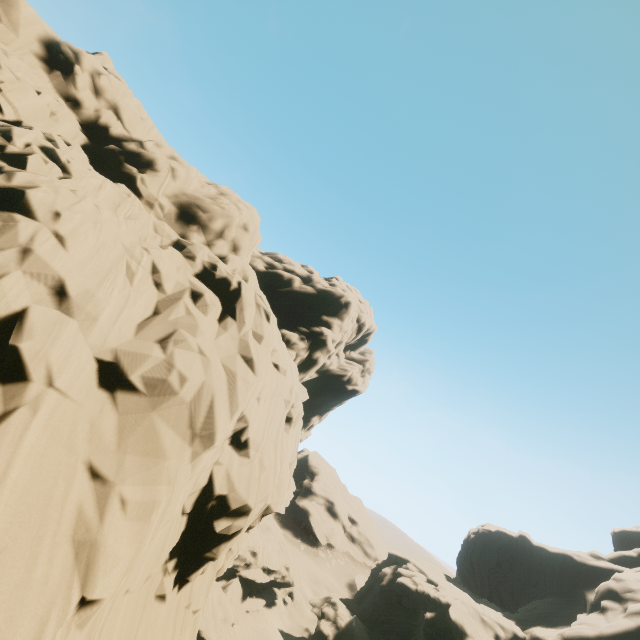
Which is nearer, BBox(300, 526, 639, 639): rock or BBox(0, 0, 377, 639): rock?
BBox(0, 0, 377, 639): rock

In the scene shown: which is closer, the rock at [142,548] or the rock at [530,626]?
the rock at [142,548]

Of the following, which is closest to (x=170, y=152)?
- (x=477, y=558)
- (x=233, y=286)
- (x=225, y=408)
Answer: (x=233, y=286)
